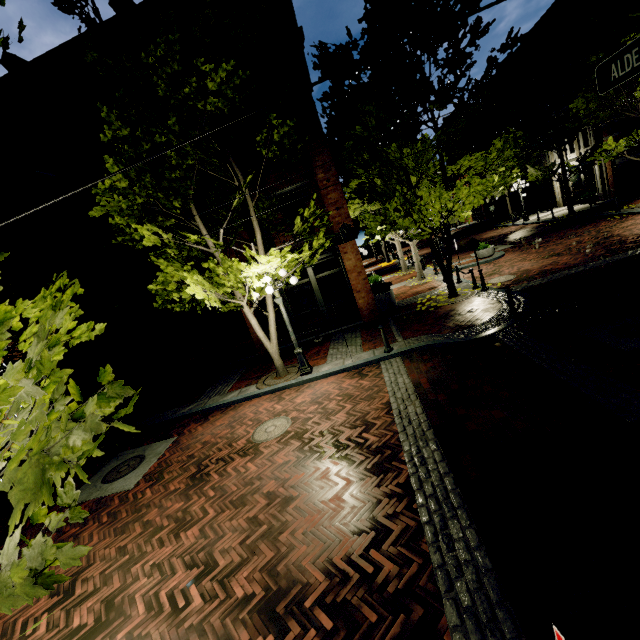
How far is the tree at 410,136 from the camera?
10.6 meters

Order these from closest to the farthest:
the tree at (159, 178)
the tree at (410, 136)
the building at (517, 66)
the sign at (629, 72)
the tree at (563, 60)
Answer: the sign at (629, 72), the tree at (159, 178), the tree at (410, 136), the tree at (563, 60), the building at (517, 66)

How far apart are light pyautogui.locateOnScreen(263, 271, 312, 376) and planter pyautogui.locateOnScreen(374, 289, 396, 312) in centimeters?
521cm

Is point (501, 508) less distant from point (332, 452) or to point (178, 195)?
point (332, 452)

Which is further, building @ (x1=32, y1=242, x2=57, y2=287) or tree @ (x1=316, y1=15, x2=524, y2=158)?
building @ (x1=32, y1=242, x2=57, y2=287)

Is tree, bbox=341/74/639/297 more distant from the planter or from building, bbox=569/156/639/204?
the planter

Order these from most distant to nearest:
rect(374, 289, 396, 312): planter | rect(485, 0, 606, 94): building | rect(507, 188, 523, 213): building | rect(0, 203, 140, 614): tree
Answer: rect(507, 188, 523, 213): building
rect(485, 0, 606, 94): building
rect(374, 289, 396, 312): planter
rect(0, 203, 140, 614): tree
